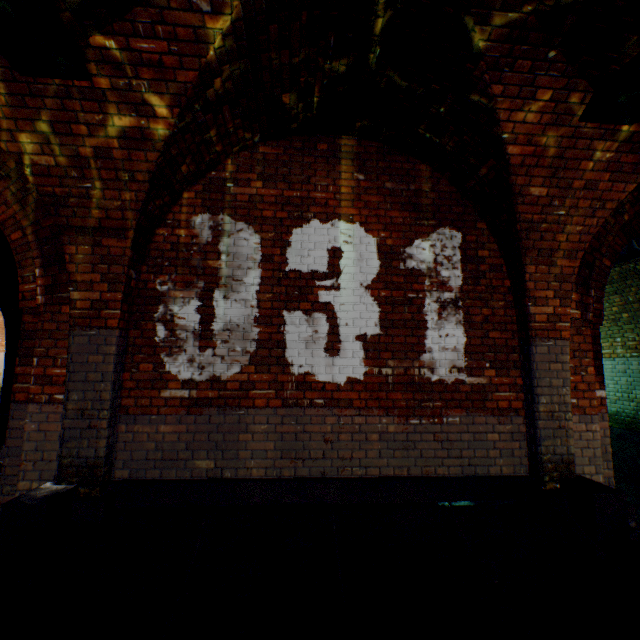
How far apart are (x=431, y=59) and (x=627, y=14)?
1.4m

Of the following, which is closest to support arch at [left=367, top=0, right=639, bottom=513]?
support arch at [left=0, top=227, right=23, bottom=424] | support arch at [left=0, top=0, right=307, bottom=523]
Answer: support arch at [left=0, top=0, right=307, bottom=523]

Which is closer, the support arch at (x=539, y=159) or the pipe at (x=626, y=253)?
the support arch at (x=539, y=159)

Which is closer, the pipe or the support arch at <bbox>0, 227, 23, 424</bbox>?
the pipe

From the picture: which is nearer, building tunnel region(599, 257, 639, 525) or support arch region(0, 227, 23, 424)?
building tunnel region(599, 257, 639, 525)

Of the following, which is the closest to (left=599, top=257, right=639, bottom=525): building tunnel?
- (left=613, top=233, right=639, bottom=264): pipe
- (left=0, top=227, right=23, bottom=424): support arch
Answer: (left=613, top=233, right=639, bottom=264): pipe

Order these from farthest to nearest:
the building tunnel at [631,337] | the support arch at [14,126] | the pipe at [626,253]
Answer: the building tunnel at [631,337] → the pipe at [626,253] → the support arch at [14,126]

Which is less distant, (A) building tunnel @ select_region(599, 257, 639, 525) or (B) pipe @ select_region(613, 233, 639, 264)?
(B) pipe @ select_region(613, 233, 639, 264)
